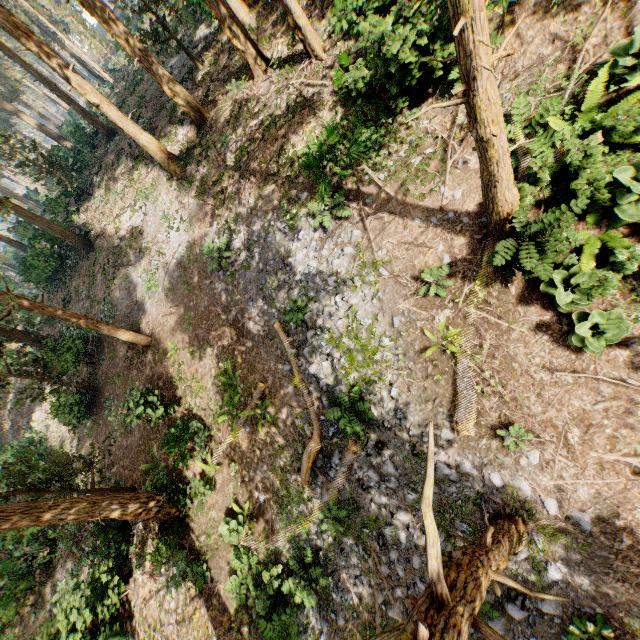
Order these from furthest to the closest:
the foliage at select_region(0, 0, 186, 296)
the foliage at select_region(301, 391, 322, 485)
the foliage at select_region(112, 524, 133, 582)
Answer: the foliage at select_region(0, 0, 186, 296)
the foliage at select_region(112, 524, 133, 582)
the foliage at select_region(301, 391, 322, 485)

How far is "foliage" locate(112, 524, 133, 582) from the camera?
12.52m

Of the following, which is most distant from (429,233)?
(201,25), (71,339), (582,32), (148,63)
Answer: (201,25)

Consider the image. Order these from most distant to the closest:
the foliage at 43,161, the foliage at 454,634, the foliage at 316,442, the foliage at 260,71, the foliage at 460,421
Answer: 1. the foliage at 43,161
2. the foliage at 260,71
3. the foliage at 316,442
4. the foliage at 460,421
5. the foliage at 454,634

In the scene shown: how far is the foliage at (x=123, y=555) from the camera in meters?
12.5

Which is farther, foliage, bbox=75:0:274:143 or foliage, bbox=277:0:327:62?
foliage, bbox=75:0:274:143
